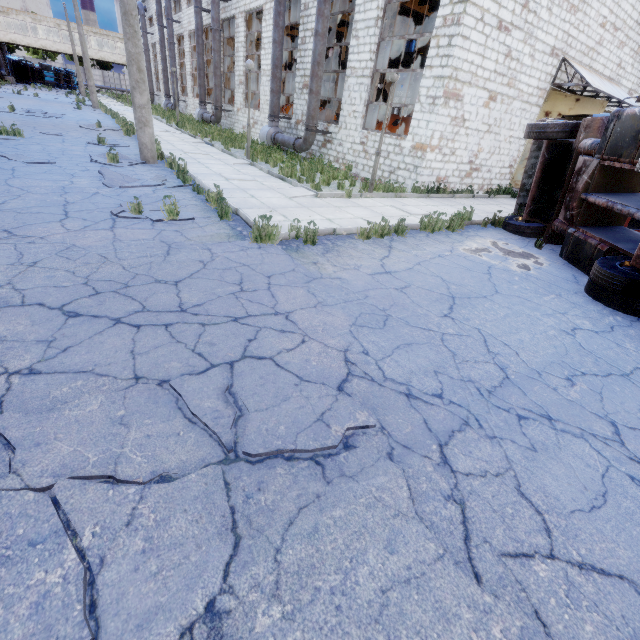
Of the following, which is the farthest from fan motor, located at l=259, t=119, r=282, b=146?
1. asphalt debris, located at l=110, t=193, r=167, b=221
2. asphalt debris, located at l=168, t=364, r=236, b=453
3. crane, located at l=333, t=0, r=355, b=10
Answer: asphalt debris, located at l=168, t=364, r=236, b=453

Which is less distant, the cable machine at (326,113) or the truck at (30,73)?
the cable machine at (326,113)

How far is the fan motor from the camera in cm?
1789

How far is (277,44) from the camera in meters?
16.1

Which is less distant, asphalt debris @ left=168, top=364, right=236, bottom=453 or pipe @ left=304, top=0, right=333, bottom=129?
asphalt debris @ left=168, top=364, right=236, bottom=453

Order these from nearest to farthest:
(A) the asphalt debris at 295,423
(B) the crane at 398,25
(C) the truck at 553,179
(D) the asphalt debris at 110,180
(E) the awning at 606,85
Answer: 1. (A) the asphalt debris at 295,423
2. (C) the truck at 553,179
3. (D) the asphalt debris at 110,180
4. (E) the awning at 606,85
5. (B) the crane at 398,25

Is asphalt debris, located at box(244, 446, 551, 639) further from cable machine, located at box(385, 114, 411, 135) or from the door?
the door

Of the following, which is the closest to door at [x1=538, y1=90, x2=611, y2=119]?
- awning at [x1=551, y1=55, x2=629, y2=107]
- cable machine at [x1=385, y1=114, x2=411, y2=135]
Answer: awning at [x1=551, y1=55, x2=629, y2=107]
